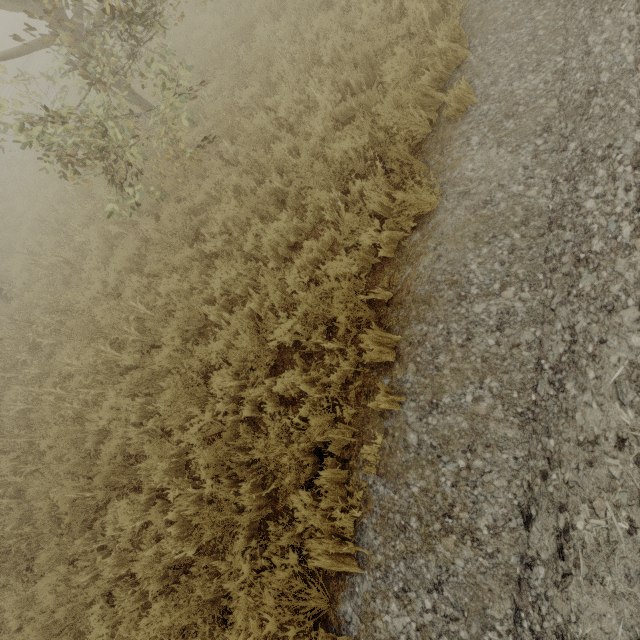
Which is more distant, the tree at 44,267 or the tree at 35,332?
the tree at 44,267

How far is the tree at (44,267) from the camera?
7.5 meters

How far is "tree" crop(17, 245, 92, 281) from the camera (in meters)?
7.53

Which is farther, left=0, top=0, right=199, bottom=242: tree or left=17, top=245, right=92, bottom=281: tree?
left=17, top=245, right=92, bottom=281: tree

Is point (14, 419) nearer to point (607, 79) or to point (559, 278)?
point (559, 278)

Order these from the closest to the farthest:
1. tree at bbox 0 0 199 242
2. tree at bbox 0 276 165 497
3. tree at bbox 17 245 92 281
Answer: tree at bbox 0 0 199 242 → tree at bbox 0 276 165 497 → tree at bbox 17 245 92 281

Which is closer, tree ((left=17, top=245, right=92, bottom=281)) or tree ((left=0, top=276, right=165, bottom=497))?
tree ((left=0, top=276, right=165, bottom=497))
